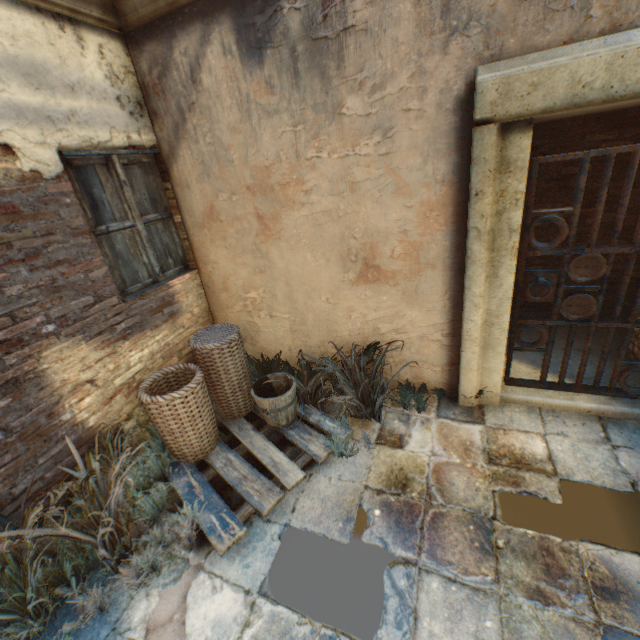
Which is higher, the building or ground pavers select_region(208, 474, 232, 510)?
the building

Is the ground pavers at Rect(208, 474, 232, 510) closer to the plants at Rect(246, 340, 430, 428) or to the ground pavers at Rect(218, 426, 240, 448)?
the ground pavers at Rect(218, 426, 240, 448)

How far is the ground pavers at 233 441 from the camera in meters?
3.2 m

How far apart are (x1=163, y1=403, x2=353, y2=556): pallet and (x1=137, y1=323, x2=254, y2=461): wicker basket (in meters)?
0.03

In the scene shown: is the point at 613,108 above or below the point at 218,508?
above

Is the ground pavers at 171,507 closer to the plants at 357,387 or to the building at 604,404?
the building at 604,404

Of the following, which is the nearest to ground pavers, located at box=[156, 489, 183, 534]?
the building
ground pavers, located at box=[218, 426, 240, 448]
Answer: the building

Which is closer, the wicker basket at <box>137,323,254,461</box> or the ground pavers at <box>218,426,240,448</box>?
the wicker basket at <box>137,323,254,461</box>
